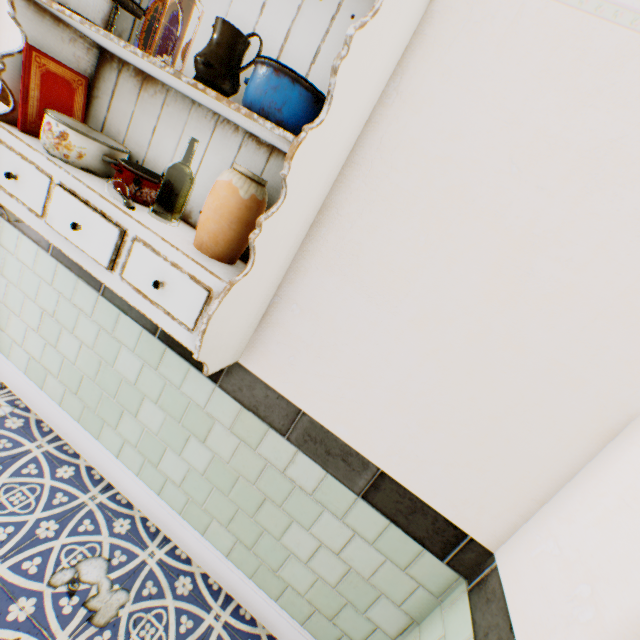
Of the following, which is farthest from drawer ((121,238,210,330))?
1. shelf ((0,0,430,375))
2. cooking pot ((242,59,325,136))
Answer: cooking pot ((242,59,325,136))

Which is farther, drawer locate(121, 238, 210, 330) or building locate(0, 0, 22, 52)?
building locate(0, 0, 22, 52)

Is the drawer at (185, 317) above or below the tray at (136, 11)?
below

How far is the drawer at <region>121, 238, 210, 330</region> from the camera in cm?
106

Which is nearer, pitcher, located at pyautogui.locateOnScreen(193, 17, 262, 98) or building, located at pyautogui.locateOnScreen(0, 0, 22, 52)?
pitcher, located at pyautogui.locateOnScreen(193, 17, 262, 98)

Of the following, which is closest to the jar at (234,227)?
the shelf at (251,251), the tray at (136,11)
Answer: the shelf at (251,251)

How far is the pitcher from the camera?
1.0 meters

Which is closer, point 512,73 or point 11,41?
point 512,73
